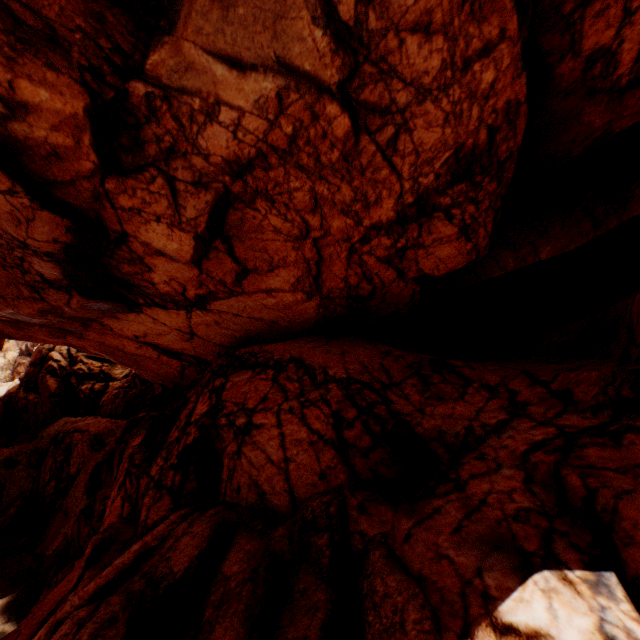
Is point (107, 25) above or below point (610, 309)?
above
